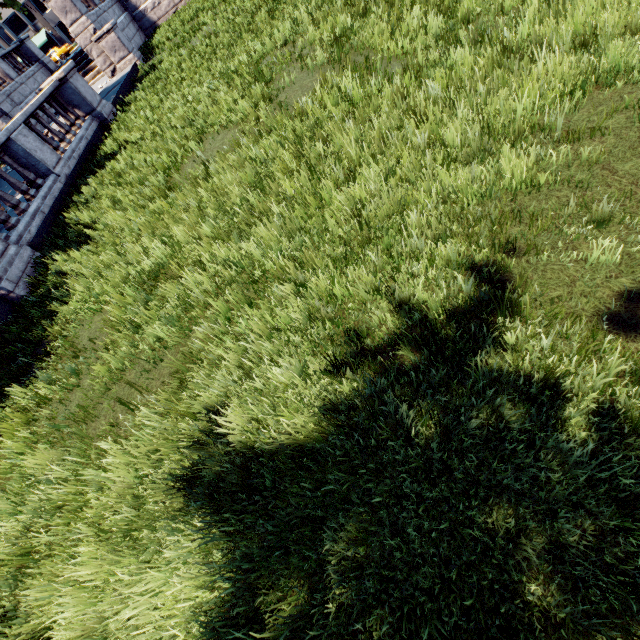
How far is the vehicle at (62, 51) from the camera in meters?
42.2 m

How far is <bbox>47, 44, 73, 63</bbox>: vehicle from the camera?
42.22m

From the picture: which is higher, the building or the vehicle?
the building

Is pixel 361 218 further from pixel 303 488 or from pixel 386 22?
pixel 386 22

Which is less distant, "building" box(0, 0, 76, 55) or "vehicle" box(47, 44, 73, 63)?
"vehicle" box(47, 44, 73, 63)

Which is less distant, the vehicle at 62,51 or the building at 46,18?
the vehicle at 62,51
